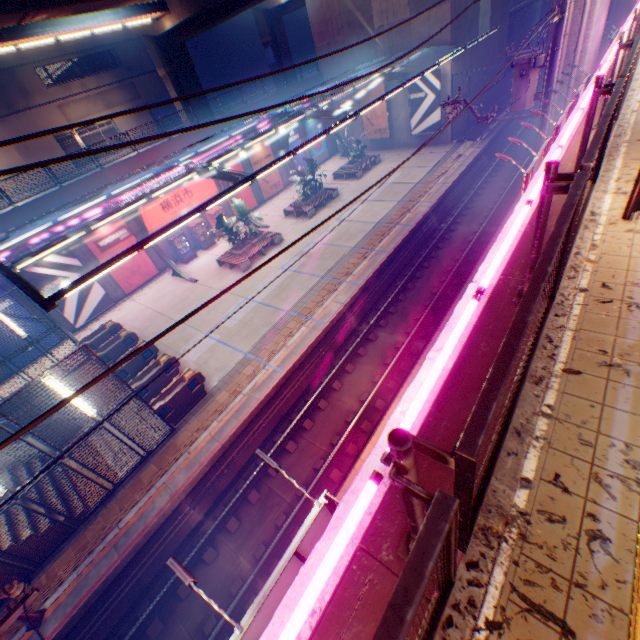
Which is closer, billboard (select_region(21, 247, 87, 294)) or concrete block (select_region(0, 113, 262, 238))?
concrete block (select_region(0, 113, 262, 238))

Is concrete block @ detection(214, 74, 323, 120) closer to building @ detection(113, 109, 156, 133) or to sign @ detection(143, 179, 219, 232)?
sign @ detection(143, 179, 219, 232)

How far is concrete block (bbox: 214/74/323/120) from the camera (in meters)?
25.05

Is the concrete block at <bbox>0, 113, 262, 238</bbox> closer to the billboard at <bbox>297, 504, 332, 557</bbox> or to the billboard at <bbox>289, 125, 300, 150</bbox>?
the billboard at <bbox>289, 125, 300, 150</bbox>

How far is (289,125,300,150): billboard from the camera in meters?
29.1

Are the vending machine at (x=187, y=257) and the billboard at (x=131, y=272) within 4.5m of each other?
yes

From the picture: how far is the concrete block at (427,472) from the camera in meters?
2.2 m

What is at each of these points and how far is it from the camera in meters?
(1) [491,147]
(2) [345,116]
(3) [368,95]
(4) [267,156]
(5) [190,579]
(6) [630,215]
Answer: (1) railway, 26.6 m
(2) canopy, 15.1 m
(3) billboard, 28.4 m
(4) billboard, 27.7 m
(5) street light, 3.0 m
(6) electric pole, 5.1 m
